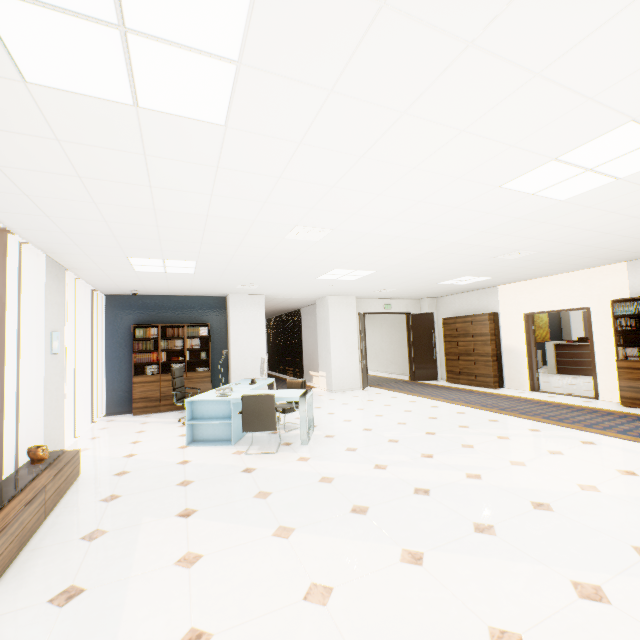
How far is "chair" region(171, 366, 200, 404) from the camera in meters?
6.7

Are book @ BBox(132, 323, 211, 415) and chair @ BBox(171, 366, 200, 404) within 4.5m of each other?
yes

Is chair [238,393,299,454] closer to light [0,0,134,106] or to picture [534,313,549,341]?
light [0,0,134,106]

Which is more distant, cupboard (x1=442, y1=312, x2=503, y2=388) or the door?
the door

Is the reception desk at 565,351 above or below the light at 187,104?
below

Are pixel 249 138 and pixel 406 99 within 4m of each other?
yes

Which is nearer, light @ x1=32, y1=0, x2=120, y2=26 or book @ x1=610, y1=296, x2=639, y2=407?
light @ x1=32, y1=0, x2=120, y2=26

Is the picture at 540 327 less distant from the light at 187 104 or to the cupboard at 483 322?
the cupboard at 483 322
